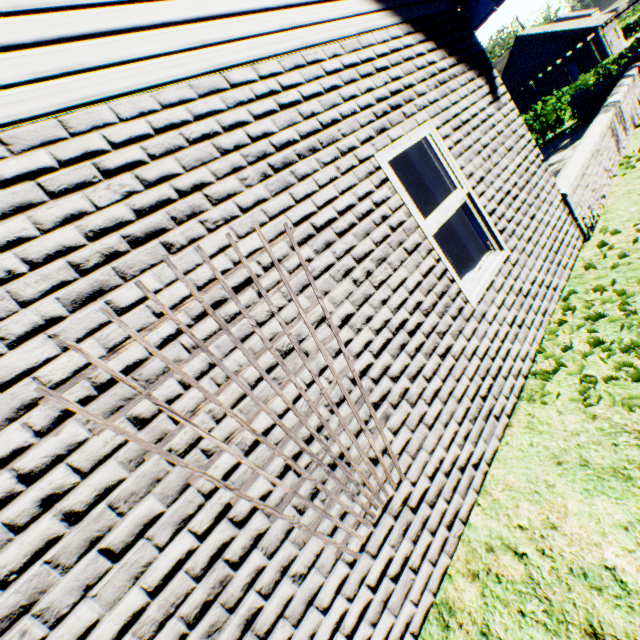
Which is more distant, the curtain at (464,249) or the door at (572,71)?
the door at (572,71)

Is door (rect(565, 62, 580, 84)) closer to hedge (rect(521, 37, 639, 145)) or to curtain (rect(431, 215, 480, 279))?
hedge (rect(521, 37, 639, 145))

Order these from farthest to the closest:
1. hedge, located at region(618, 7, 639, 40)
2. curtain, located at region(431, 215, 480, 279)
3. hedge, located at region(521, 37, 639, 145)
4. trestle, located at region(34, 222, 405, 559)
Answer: hedge, located at region(618, 7, 639, 40)
hedge, located at region(521, 37, 639, 145)
curtain, located at region(431, 215, 480, 279)
trestle, located at region(34, 222, 405, 559)

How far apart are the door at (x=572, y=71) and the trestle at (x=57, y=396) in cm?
4589

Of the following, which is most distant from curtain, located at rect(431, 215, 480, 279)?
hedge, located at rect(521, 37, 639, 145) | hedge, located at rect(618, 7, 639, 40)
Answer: hedge, located at rect(618, 7, 639, 40)

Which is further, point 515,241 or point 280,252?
point 515,241

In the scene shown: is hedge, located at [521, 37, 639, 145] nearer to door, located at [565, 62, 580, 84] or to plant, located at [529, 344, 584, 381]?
plant, located at [529, 344, 584, 381]

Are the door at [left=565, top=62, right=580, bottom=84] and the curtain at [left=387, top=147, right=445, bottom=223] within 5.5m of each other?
no
